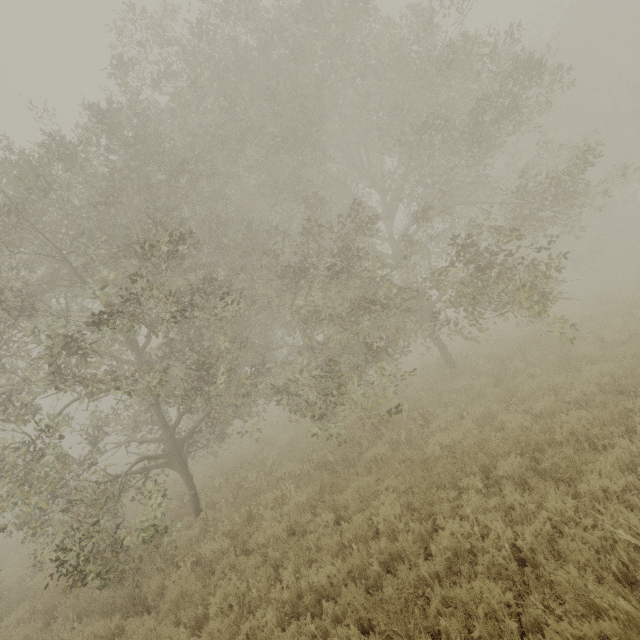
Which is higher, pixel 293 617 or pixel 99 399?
pixel 99 399

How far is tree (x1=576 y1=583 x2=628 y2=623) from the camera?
2.8m

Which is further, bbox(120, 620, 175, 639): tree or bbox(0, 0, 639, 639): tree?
bbox(0, 0, 639, 639): tree

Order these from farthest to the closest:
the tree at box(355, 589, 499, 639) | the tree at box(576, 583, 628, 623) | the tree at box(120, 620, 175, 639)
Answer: the tree at box(120, 620, 175, 639)
the tree at box(355, 589, 499, 639)
the tree at box(576, 583, 628, 623)

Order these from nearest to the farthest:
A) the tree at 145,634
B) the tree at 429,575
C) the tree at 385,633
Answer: the tree at 385,633 < the tree at 429,575 < the tree at 145,634

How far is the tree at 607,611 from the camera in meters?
2.8

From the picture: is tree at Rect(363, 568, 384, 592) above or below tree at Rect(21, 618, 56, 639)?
below
